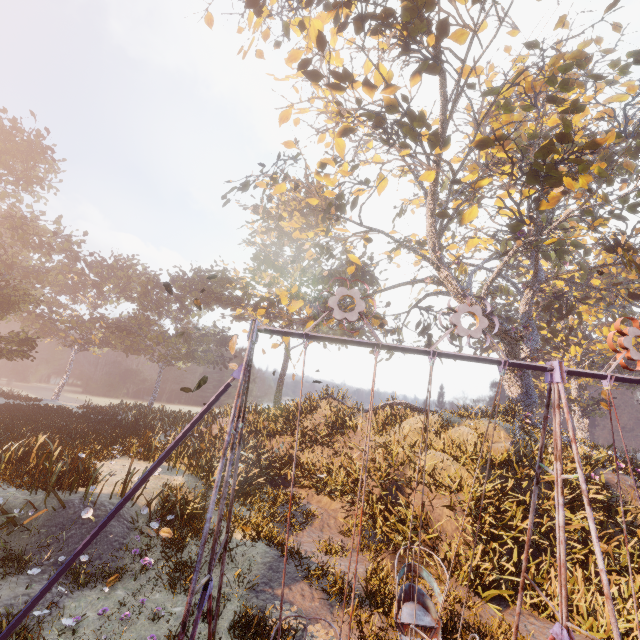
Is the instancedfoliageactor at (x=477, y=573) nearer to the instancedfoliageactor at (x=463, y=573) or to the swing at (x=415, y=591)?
the instancedfoliageactor at (x=463, y=573)

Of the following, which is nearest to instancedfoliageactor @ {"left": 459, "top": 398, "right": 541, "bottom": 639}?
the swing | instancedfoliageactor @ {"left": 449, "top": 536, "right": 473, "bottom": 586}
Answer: instancedfoliageactor @ {"left": 449, "top": 536, "right": 473, "bottom": 586}

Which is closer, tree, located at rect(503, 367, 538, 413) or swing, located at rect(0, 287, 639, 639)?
swing, located at rect(0, 287, 639, 639)

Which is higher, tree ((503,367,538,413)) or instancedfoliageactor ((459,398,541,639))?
tree ((503,367,538,413))

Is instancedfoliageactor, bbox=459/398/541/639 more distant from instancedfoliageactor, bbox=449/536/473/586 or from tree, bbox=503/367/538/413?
tree, bbox=503/367/538/413

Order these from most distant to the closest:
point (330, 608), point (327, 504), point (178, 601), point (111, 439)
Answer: point (111, 439), point (327, 504), point (330, 608), point (178, 601)

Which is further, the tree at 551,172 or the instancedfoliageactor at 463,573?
the tree at 551,172

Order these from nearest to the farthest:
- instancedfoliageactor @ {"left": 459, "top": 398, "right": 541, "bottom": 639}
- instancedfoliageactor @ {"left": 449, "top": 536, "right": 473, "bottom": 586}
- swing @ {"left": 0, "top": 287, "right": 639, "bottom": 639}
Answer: swing @ {"left": 0, "top": 287, "right": 639, "bottom": 639} < instancedfoliageactor @ {"left": 459, "top": 398, "right": 541, "bottom": 639} < instancedfoliageactor @ {"left": 449, "top": 536, "right": 473, "bottom": 586}
